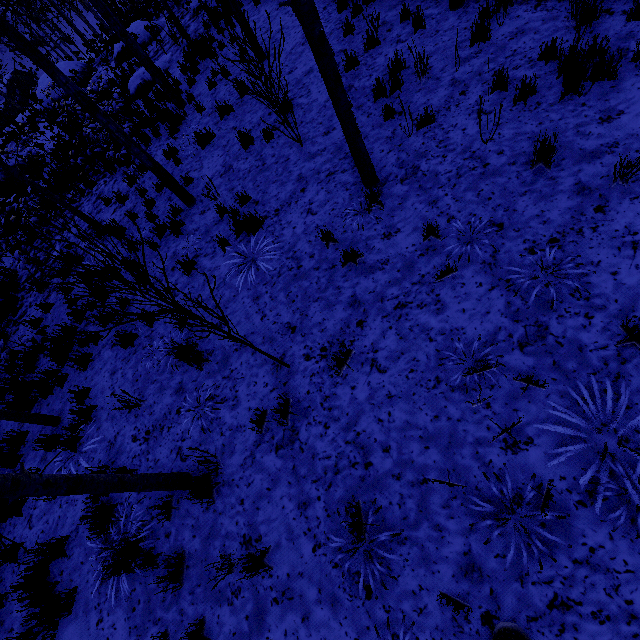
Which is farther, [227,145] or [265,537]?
[227,145]

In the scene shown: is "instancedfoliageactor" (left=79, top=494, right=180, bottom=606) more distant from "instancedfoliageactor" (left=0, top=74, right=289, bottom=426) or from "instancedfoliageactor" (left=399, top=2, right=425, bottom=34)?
"instancedfoliageactor" (left=0, top=74, right=289, bottom=426)

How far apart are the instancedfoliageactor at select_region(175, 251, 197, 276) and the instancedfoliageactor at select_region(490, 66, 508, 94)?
4.93m

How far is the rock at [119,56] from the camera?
15.4m

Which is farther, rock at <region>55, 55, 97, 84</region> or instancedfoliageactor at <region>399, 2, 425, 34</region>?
rock at <region>55, 55, 97, 84</region>

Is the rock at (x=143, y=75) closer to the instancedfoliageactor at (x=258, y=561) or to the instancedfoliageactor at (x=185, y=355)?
the instancedfoliageactor at (x=185, y=355)

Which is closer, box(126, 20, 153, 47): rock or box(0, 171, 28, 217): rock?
box(0, 171, 28, 217): rock

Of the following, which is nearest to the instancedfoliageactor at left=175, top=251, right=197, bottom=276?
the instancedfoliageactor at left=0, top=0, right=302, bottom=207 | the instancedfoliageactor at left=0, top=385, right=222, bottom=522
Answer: the instancedfoliageactor at left=0, top=385, right=222, bottom=522
